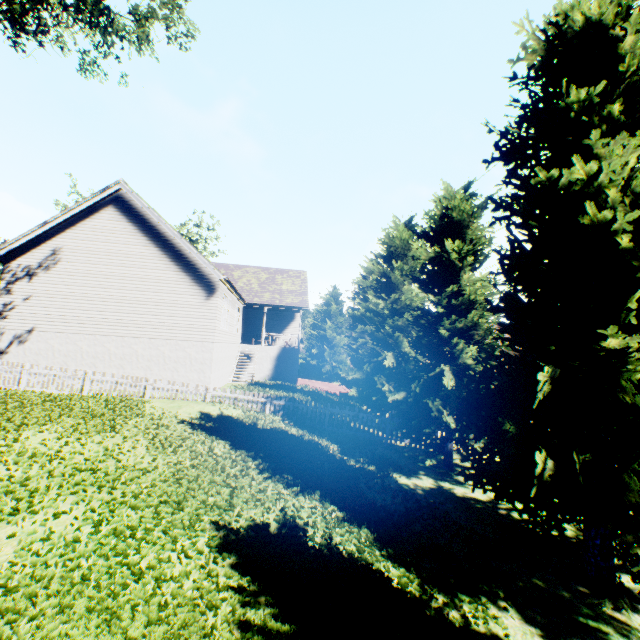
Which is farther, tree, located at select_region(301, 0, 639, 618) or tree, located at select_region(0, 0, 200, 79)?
tree, located at select_region(0, 0, 200, 79)

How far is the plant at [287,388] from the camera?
17.4 meters

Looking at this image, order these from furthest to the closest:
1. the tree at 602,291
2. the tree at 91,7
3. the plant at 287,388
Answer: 1. the plant at 287,388
2. the tree at 91,7
3. the tree at 602,291

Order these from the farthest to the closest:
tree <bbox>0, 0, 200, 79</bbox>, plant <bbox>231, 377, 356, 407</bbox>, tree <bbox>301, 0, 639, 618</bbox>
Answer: plant <bbox>231, 377, 356, 407</bbox> < tree <bbox>0, 0, 200, 79</bbox> < tree <bbox>301, 0, 639, 618</bbox>

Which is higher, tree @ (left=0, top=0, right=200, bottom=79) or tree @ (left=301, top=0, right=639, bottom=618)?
tree @ (left=0, top=0, right=200, bottom=79)

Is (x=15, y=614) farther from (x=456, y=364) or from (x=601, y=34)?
(x=601, y=34)

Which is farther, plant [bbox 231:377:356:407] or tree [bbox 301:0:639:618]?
plant [bbox 231:377:356:407]
